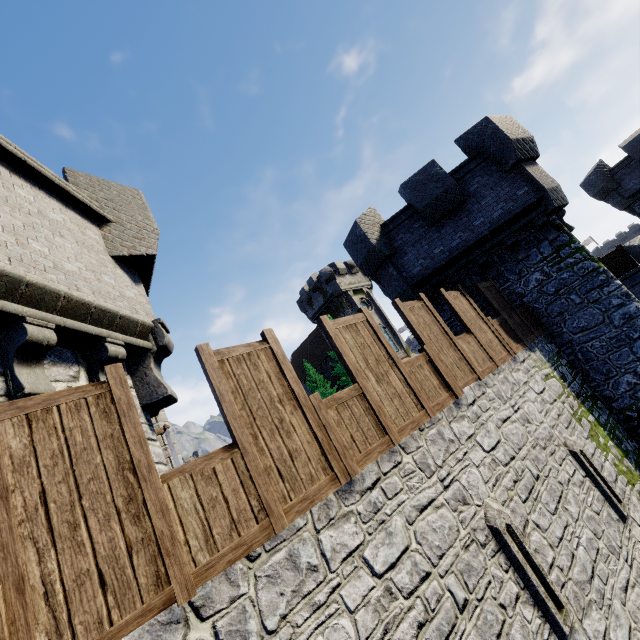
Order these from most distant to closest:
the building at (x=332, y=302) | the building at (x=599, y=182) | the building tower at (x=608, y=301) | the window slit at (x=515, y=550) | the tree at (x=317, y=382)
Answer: the building at (x=332, y=302) < the tree at (x=317, y=382) < the building at (x=599, y=182) < the building tower at (x=608, y=301) < the window slit at (x=515, y=550)

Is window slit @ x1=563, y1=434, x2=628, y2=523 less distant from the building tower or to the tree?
the building tower

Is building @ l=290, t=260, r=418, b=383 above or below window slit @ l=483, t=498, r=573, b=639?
above

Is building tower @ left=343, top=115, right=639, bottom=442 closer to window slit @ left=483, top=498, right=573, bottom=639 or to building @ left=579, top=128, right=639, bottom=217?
window slit @ left=483, top=498, right=573, bottom=639

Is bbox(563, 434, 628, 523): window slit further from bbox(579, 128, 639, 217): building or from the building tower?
bbox(579, 128, 639, 217): building

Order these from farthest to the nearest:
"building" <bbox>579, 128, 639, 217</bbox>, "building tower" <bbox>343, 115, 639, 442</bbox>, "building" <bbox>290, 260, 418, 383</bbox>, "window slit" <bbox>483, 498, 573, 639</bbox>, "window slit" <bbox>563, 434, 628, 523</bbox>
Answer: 1. "building" <bbox>290, 260, 418, 383</bbox>
2. "building" <bbox>579, 128, 639, 217</bbox>
3. "building tower" <bbox>343, 115, 639, 442</bbox>
4. "window slit" <bbox>563, 434, 628, 523</bbox>
5. "window slit" <bbox>483, 498, 573, 639</bbox>

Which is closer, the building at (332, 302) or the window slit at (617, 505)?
the window slit at (617, 505)

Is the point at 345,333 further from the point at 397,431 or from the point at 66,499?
the point at 66,499
